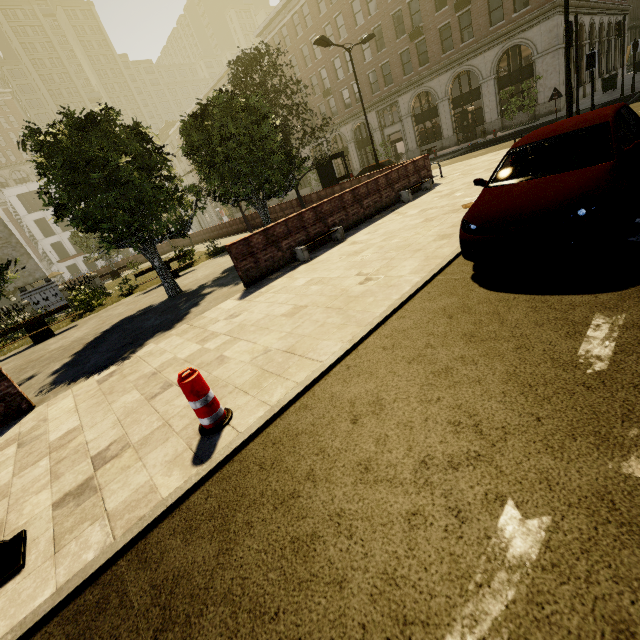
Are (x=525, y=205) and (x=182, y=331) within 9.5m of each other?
yes

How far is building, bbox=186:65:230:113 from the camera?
46.9m

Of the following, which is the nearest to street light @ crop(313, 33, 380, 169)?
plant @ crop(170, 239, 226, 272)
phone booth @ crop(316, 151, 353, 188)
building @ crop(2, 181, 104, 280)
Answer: phone booth @ crop(316, 151, 353, 188)

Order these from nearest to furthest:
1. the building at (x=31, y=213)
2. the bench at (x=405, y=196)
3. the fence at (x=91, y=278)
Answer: the bench at (x=405, y=196) < the fence at (x=91, y=278) < the building at (x=31, y=213)

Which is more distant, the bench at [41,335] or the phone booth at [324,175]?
the phone booth at [324,175]

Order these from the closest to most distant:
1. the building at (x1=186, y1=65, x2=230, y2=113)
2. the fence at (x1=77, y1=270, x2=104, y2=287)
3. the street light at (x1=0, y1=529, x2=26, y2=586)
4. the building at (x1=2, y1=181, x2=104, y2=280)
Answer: the street light at (x1=0, y1=529, x2=26, y2=586), the fence at (x1=77, y1=270, x2=104, y2=287), the building at (x1=186, y1=65, x2=230, y2=113), the building at (x1=2, y1=181, x2=104, y2=280)

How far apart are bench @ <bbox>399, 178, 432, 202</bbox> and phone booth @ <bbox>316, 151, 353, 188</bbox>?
6.10m

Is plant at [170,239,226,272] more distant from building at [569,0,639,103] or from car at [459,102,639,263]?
building at [569,0,639,103]
